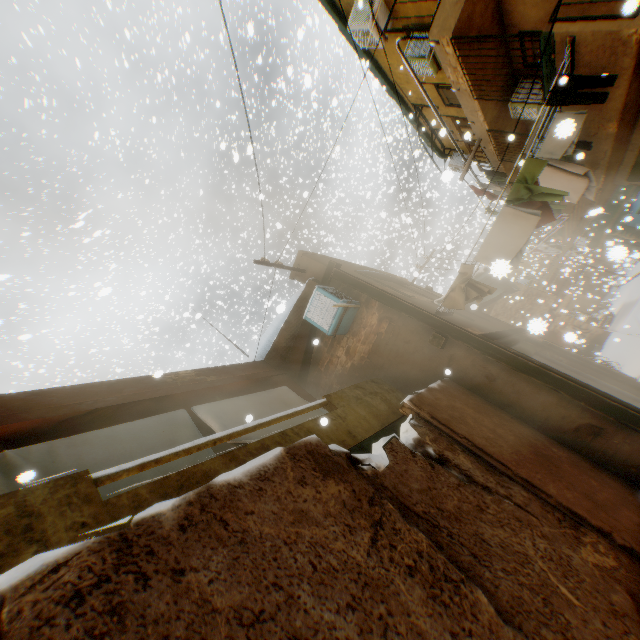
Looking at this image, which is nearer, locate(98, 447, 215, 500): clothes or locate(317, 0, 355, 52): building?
locate(98, 447, 215, 500): clothes

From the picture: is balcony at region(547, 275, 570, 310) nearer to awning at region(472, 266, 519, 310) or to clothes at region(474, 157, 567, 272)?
awning at region(472, 266, 519, 310)

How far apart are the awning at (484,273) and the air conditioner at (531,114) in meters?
4.2

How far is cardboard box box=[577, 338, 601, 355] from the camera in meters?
18.8 m

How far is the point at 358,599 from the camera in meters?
1.7

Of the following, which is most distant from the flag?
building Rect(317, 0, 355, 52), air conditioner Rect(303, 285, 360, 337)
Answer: → air conditioner Rect(303, 285, 360, 337)

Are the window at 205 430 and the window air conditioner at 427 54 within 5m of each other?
no

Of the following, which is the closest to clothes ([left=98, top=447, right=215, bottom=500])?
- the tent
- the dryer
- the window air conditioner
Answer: the dryer
